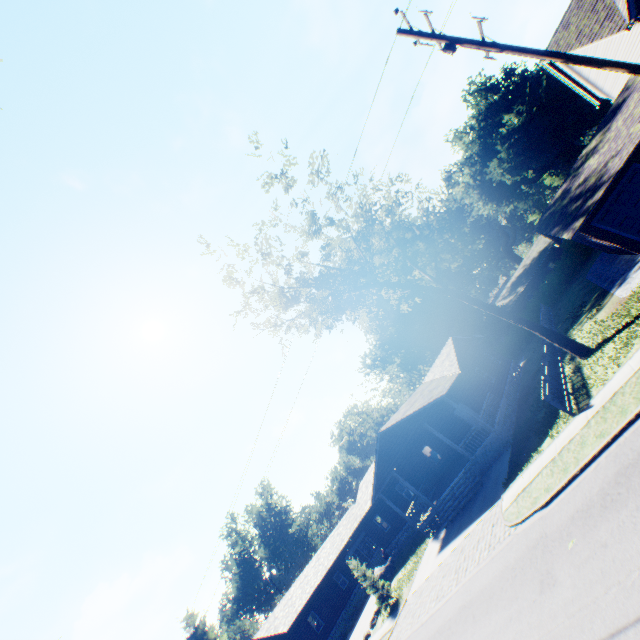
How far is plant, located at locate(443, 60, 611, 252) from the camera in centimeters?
4384cm

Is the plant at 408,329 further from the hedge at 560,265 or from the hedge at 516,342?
the hedge at 516,342

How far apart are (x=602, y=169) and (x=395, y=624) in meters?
28.4

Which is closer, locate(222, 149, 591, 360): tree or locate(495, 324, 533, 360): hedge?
locate(222, 149, 591, 360): tree

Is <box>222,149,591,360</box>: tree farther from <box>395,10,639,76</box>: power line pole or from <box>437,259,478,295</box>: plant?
<box>437,259,478,295</box>: plant

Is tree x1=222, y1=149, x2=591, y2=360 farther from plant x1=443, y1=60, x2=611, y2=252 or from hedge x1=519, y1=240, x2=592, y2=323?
hedge x1=519, y1=240, x2=592, y2=323

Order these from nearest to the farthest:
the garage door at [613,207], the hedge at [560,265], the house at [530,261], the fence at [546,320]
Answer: the garage door at [613,207] < the fence at [546,320] < the hedge at [560,265] < the house at [530,261]

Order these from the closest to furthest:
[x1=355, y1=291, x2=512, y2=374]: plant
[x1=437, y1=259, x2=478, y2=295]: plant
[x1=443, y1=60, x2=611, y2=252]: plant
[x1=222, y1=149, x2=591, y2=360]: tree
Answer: [x1=222, y1=149, x2=591, y2=360]: tree, [x1=355, y1=291, x2=512, y2=374]: plant, [x1=443, y1=60, x2=611, y2=252]: plant, [x1=437, y1=259, x2=478, y2=295]: plant
